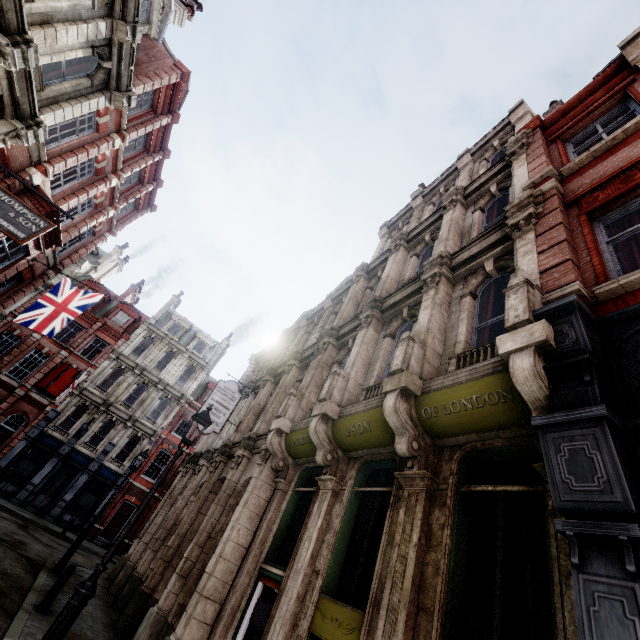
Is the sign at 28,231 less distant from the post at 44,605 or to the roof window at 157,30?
the roof window at 157,30

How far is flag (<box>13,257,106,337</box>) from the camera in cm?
1423

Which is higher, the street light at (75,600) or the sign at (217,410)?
the sign at (217,410)

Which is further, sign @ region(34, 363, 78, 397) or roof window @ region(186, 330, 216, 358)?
roof window @ region(186, 330, 216, 358)

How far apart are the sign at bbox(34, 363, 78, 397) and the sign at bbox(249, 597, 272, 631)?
27.5m

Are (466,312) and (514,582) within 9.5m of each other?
yes

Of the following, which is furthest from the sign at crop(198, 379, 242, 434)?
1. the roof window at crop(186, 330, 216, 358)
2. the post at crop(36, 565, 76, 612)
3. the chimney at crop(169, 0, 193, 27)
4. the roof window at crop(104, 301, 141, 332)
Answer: the roof window at crop(104, 301, 141, 332)

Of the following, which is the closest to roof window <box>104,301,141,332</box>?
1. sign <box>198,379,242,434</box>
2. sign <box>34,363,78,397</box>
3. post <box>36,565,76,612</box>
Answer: sign <box>34,363,78,397</box>
